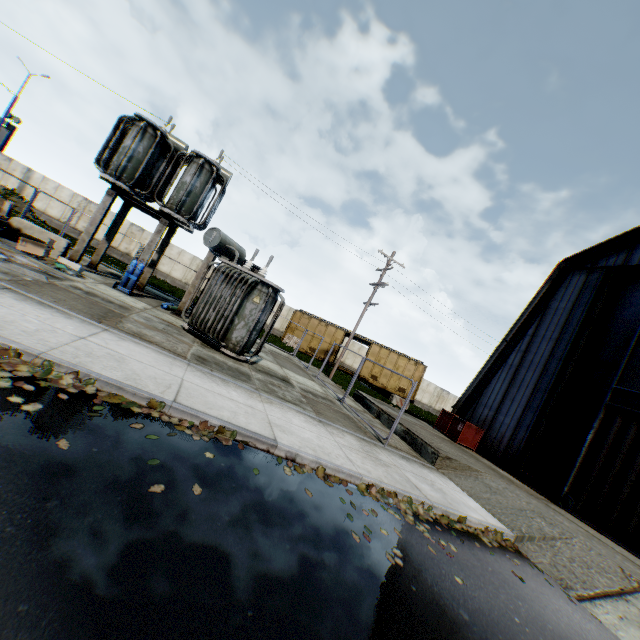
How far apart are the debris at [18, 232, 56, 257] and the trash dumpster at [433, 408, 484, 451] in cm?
1856

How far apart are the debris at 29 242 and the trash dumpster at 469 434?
18.6m

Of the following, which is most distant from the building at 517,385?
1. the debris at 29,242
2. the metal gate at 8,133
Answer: the metal gate at 8,133

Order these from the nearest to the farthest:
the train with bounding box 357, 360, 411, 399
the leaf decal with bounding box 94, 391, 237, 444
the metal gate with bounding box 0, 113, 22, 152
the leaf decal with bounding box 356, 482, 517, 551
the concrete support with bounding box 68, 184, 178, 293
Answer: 1. the leaf decal with bounding box 94, 391, 237, 444
2. the leaf decal with bounding box 356, 482, 517, 551
3. the concrete support with bounding box 68, 184, 178, 293
4. the metal gate with bounding box 0, 113, 22, 152
5. the train with bounding box 357, 360, 411, 399

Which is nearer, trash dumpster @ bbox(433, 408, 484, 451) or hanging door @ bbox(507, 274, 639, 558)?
hanging door @ bbox(507, 274, 639, 558)

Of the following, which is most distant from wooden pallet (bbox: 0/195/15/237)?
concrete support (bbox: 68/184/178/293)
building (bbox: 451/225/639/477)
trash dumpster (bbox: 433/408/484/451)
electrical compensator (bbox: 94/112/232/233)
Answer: building (bbox: 451/225/639/477)

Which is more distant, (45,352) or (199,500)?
(45,352)

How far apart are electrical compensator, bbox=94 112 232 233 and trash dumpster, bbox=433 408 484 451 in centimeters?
1762cm
